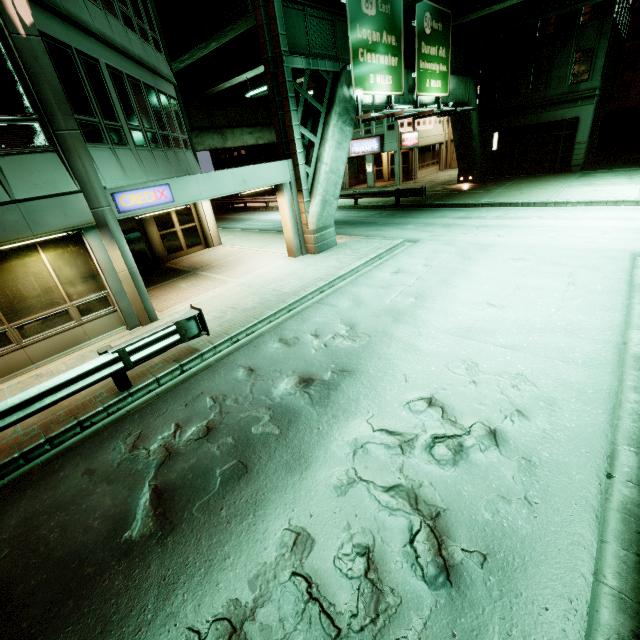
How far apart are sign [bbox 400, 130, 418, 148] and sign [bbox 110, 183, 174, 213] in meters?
27.2 m

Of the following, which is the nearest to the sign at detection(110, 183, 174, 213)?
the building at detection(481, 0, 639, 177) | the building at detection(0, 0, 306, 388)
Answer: the building at detection(0, 0, 306, 388)

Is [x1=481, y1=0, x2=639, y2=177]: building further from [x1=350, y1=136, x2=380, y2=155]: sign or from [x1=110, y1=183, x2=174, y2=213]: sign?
[x1=110, y1=183, x2=174, y2=213]: sign

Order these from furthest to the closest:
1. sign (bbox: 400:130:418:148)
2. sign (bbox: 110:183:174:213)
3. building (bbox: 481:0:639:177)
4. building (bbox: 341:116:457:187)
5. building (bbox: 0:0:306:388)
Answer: building (bbox: 341:116:457:187)
sign (bbox: 400:130:418:148)
building (bbox: 481:0:639:177)
sign (bbox: 110:183:174:213)
building (bbox: 0:0:306:388)

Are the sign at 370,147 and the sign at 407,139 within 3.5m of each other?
yes

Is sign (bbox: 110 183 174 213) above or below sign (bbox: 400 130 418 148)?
below

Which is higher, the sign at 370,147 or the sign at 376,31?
the sign at 376,31

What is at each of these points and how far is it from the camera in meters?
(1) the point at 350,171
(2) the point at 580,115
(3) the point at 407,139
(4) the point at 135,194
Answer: (1) building, 36.8 m
(2) building, 22.2 m
(3) sign, 30.8 m
(4) sign, 8.6 m
